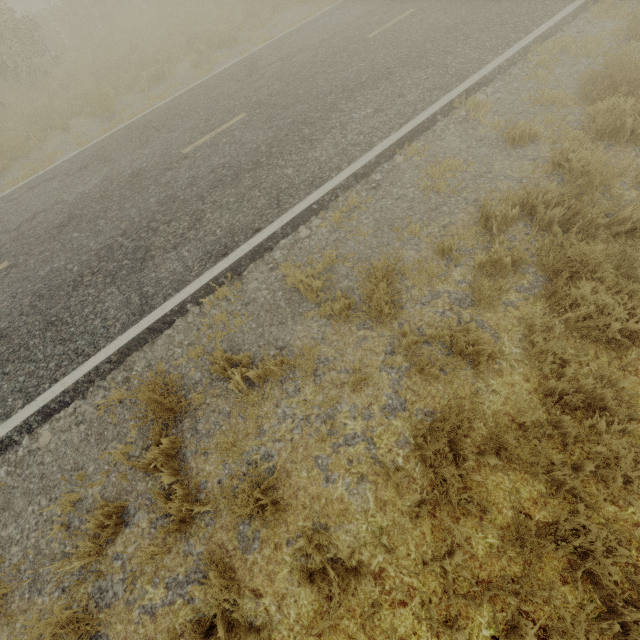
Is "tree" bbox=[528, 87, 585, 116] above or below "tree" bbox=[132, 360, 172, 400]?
below

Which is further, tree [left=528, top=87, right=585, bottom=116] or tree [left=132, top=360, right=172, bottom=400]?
tree [left=528, top=87, right=585, bottom=116]

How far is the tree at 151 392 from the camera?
3.61m

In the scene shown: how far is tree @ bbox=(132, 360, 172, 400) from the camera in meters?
3.6

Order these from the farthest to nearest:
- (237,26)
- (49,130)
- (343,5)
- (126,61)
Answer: (126,61)
(237,26)
(343,5)
(49,130)

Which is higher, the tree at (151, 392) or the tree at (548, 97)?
the tree at (151, 392)
